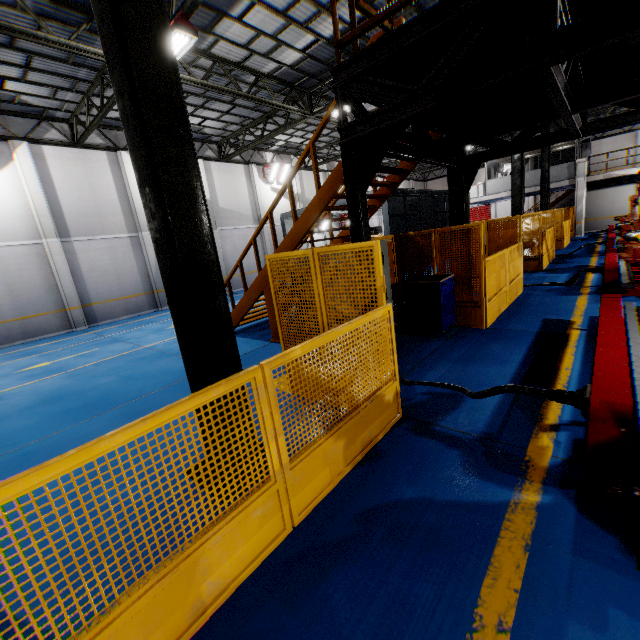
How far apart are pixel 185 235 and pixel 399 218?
16.1 meters

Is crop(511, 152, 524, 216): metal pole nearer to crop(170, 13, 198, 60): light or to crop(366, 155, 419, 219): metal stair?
crop(366, 155, 419, 219): metal stair

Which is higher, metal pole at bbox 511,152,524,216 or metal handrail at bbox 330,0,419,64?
metal handrail at bbox 330,0,419,64

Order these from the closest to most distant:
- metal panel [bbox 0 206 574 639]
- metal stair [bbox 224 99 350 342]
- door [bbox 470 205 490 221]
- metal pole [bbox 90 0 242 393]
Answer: metal panel [bbox 0 206 574 639] → metal pole [bbox 90 0 242 393] → metal stair [bbox 224 99 350 342] → door [bbox 470 205 490 221]

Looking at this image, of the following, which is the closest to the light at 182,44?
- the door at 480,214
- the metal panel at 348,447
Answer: the metal panel at 348,447

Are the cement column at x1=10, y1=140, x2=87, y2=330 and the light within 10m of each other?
yes

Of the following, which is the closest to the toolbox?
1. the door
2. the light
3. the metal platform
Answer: the metal platform

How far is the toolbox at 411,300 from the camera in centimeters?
666cm
